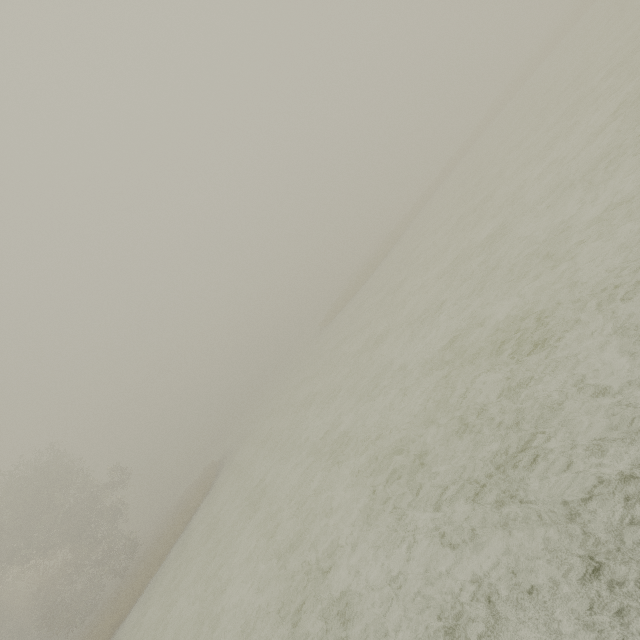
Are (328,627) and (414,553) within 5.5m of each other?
yes
